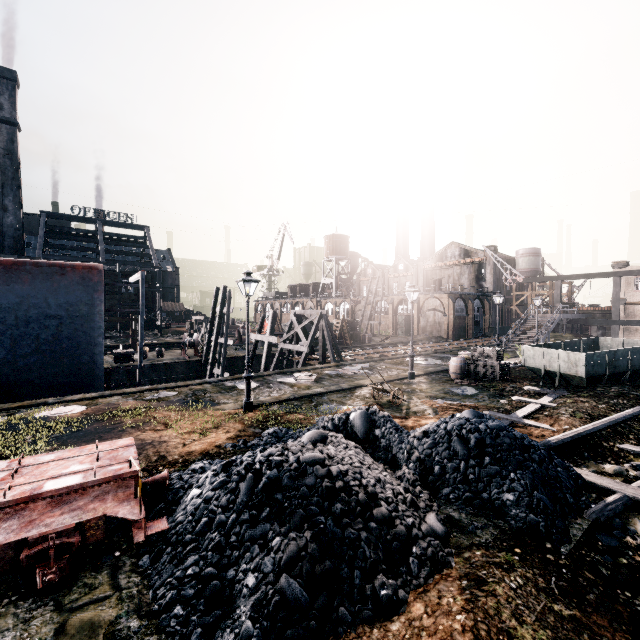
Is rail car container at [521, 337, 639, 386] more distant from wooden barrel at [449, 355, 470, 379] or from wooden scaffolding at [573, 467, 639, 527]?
wooden scaffolding at [573, 467, 639, 527]

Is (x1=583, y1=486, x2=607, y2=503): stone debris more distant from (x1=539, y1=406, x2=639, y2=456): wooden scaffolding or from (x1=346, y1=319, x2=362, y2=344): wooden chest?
(x1=346, y1=319, x2=362, y2=344): wooden chest

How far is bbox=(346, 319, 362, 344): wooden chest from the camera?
45.47m

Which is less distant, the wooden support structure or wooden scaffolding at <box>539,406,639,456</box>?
wooden scaffolding at <box>539,406,639,456</box>

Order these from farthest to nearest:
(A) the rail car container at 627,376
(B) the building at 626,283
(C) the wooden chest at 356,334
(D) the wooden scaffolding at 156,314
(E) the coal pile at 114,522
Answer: (D) the wooden scaffolding at 156,314, (C) the wooden chest at 356,334, (B) the building at 626,283, (A) the rail car container at 627,376, (E) the coal pile at 114,522

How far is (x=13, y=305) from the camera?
15.3 meters

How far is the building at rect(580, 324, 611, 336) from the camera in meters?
43.5

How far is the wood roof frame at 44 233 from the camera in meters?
53.6 m
